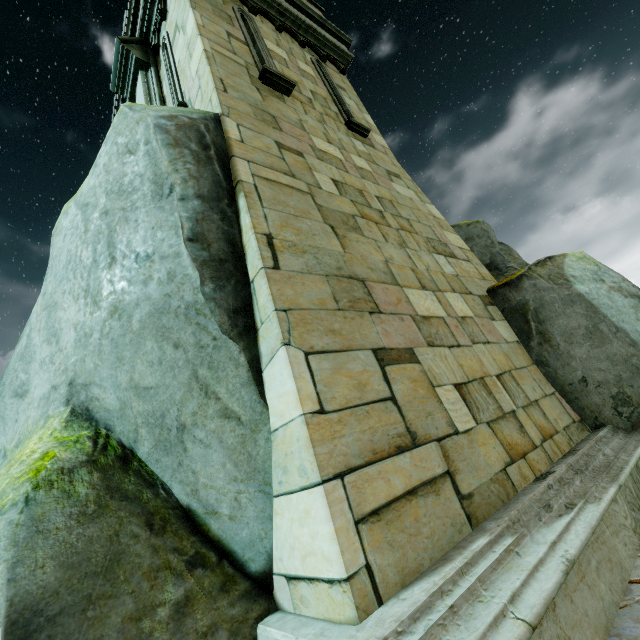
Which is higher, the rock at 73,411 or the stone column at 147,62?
the stone column at 147,62

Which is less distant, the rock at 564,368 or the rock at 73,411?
the rock at 73,411

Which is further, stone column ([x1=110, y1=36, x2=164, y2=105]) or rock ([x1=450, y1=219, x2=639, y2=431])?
stone column ([x1=110, y1=36, x2=164, y2=105])

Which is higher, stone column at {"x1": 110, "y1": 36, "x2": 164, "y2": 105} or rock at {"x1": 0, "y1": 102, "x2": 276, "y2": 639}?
stone column at {"x1": 110, "y1": 36, "x2": 164, "y2": 105}

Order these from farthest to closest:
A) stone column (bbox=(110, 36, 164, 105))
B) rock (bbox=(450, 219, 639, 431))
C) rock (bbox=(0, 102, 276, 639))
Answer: stone column (bbox=(110, 36, 164, 105))
rock (bbox=(450, 219, 639, 431))
rock (bbox=(0, 102, 276, 639))

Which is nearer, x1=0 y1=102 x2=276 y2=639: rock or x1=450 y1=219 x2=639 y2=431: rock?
x1=0 y1=102 x2=276 y2=639: rock

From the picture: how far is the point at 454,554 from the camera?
1.5 meters

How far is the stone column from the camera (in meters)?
5.33
